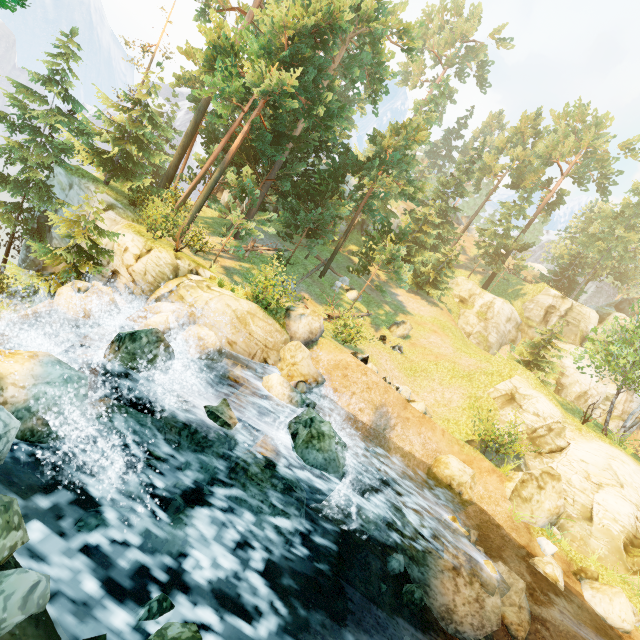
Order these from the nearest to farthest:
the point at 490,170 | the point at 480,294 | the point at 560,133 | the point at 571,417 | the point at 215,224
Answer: the point at 571,417 → the point at 215,224 → the point at 560,133 → the point at 480,294 → the point at 490,170

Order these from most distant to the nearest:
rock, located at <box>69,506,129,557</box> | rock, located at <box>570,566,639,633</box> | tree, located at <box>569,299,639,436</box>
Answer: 1. tree, located at <box>569,299,639,436</box>
2. rock, located at <box>570,566,639,633</box>
3. rock, located at <box>69,506,129,557</box>

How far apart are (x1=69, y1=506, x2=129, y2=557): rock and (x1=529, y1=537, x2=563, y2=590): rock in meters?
14.5 m

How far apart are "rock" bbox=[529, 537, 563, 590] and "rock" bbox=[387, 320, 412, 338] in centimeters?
1553cm

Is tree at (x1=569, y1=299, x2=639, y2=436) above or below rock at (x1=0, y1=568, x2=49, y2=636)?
above

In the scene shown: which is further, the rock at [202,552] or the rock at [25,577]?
the rock at [202,552]

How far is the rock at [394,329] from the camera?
25.84m

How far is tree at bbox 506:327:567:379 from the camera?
28.2 meters
